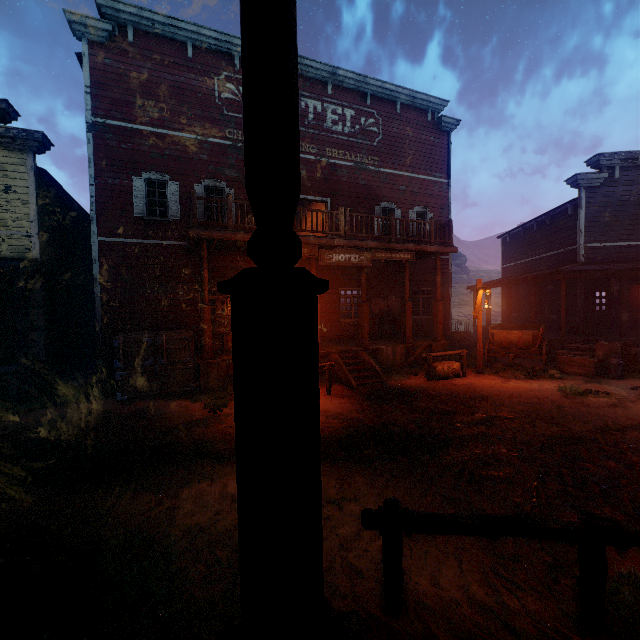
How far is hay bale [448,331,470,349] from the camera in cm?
1745

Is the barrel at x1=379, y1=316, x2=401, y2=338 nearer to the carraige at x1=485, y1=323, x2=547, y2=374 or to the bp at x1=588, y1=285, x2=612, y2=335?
the carraige at x1=485, y1=323, x2=547, y2=374

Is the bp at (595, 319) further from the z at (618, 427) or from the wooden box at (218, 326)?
the wooden box at (218, 326)

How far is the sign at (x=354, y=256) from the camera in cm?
1062

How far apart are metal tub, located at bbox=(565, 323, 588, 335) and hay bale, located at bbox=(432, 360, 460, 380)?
7.0 meters

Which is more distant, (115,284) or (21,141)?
(115,284)

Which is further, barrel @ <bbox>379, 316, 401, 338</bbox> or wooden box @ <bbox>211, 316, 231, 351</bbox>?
barrel @ <bbox>379, 316, 401, 338</bbox>

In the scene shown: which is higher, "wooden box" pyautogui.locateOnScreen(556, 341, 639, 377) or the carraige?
the carraige
